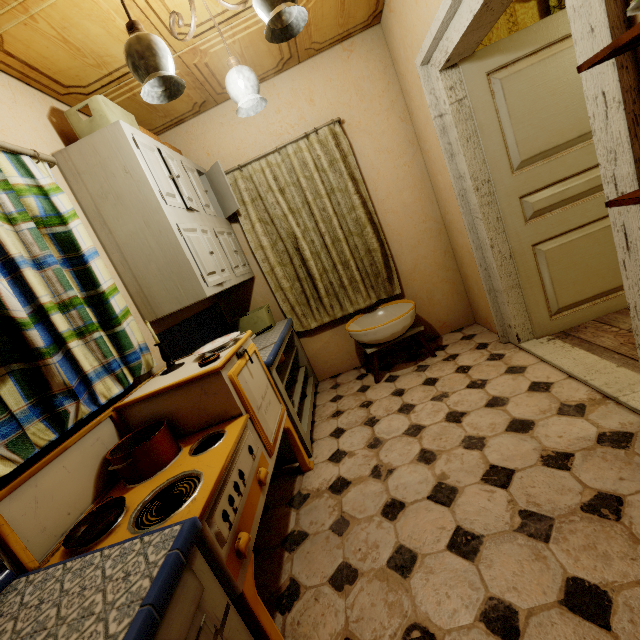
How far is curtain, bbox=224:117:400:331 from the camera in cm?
297

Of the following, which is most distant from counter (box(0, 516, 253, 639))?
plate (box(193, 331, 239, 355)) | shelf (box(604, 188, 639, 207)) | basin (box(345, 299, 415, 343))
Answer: basin (box(345, 299, 415, 343))

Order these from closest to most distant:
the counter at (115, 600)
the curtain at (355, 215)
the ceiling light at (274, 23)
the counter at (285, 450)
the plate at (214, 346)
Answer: the counter at (115, 600) < the ceiling light at (274, 23) < the plate at (214, 346) < the counter at (285, 450) < the curtain at (355, 215)

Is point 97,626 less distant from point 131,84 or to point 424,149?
point 131,84

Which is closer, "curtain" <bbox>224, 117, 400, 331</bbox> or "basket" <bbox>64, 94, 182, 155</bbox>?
"basket" <bbox>64, 94, 182, 155</bbox>

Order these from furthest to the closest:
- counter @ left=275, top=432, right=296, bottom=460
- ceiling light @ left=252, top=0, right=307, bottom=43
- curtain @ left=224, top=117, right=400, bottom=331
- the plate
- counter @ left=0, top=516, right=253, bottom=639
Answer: curtain @ left=224, top=117, right=400, bottom=331
counter @ left=275, top=432, right=296, bottom=460
the plate
ceiling light @ left=252, top=0, right=307, bottom=43
counter @ left=0, top=516, right=253, bottom=639

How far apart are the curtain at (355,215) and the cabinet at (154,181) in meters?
0.1 m

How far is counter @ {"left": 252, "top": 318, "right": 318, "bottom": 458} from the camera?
2.28m
